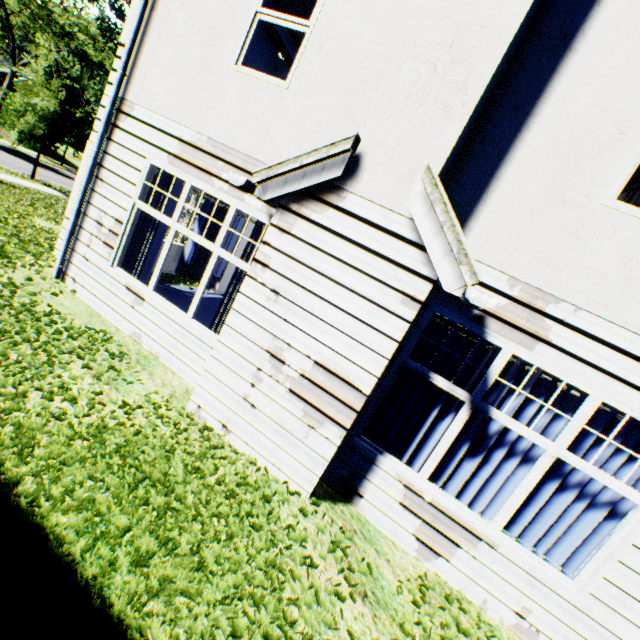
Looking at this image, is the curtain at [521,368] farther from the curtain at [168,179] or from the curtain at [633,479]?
the curtain at [168,179]

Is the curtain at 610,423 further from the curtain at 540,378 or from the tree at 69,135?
the tree at 69,135

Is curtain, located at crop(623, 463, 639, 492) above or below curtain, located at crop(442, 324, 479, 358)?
below

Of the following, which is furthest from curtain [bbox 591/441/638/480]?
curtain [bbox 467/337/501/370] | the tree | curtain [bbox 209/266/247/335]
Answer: the tree

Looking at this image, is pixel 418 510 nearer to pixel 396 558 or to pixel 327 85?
pixel 396 558

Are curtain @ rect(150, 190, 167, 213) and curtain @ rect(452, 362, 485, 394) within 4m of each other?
no

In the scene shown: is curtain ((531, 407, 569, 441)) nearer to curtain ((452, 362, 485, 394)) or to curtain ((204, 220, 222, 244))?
curtain ((452, 362, 485, 394))

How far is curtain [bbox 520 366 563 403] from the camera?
3.7 meters
